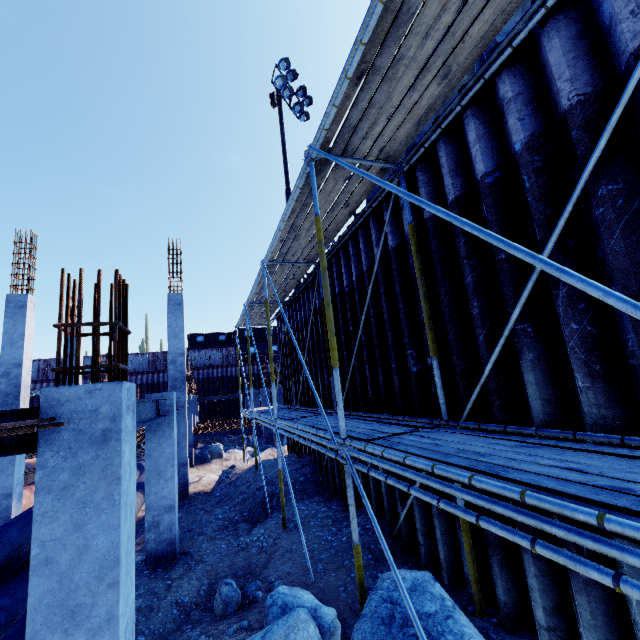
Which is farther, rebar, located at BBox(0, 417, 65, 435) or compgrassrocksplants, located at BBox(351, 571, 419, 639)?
compgrassrocksplants, located at BBox(351, 571, 419, 639)

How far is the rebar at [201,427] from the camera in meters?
17.6 m

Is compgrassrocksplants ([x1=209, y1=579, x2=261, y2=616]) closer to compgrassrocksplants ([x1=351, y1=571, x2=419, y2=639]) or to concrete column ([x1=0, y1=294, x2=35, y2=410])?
compgrassrocksplants ([x1=351, y1=571, x2=419, y2=639])

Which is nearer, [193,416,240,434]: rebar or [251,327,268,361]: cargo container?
[193,416,240,434]: rebar

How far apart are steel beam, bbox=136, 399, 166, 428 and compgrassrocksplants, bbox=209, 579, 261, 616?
2.82m

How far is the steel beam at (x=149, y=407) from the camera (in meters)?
4.90

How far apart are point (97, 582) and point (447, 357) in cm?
442

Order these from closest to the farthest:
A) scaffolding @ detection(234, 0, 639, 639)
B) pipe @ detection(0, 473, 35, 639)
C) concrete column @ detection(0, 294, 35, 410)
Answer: scaffolding @ detection(234, 0, 639, 639) → pipe @ detection(0, 473, 35, 639) → concrete column @ detection(0, 294, 35, 410)
